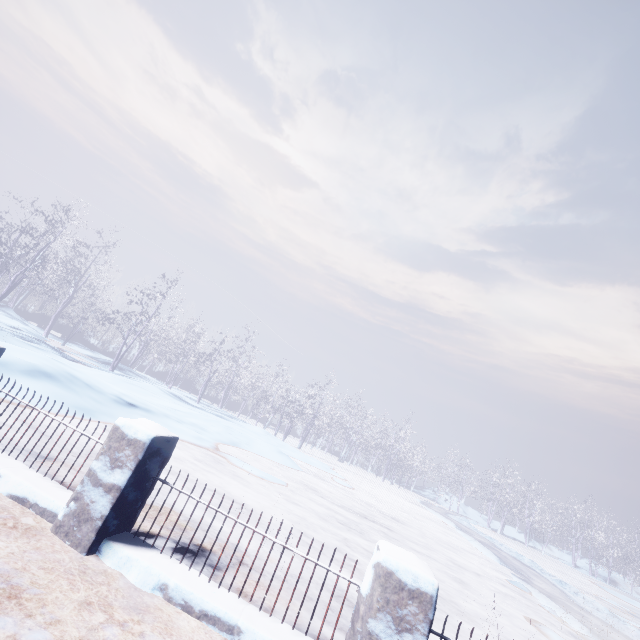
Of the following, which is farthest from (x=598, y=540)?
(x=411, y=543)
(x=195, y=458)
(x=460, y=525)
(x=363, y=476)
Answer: (x=195, y=458)
